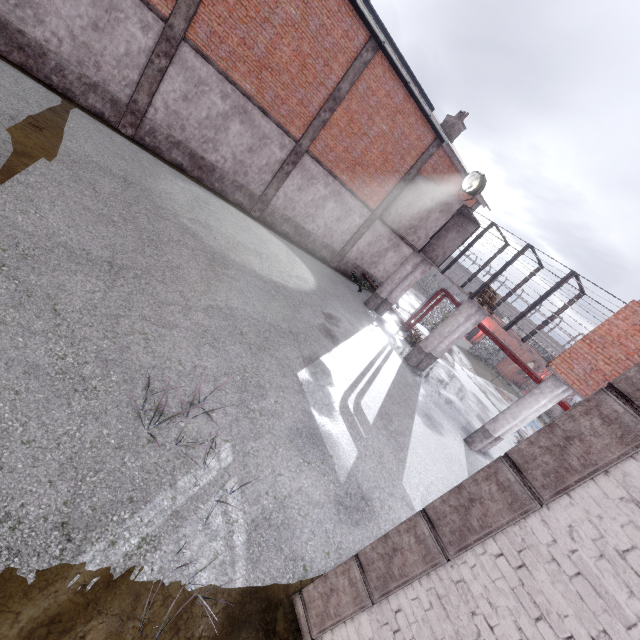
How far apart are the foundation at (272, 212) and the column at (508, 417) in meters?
12.1 m

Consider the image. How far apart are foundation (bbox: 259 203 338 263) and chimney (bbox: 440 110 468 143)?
9.5 meters

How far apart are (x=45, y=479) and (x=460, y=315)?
14.2m

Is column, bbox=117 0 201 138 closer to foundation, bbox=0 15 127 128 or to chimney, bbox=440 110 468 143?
foundation, bbox=0 15 127 128

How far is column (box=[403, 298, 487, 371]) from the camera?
14.1 meters

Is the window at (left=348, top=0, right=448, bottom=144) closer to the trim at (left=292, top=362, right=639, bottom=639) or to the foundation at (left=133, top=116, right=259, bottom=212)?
the foundation at (left=133, top=116, right=259, bottom=212)

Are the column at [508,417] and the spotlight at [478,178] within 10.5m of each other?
yes

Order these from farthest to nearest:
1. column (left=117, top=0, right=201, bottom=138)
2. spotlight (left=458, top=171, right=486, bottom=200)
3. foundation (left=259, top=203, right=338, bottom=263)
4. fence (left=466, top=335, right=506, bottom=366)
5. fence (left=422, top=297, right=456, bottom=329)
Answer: fence (left=466, top=335, right=506, bottom=366) < fence (left=422, top=297, right=456, bottom=329) < foundation (left=259, top=203, right=338, bottom=263) < spotlight (left=458, top=171, right=486, bottom=200) < column (left=117, top=0, right=201, bottom=138)
